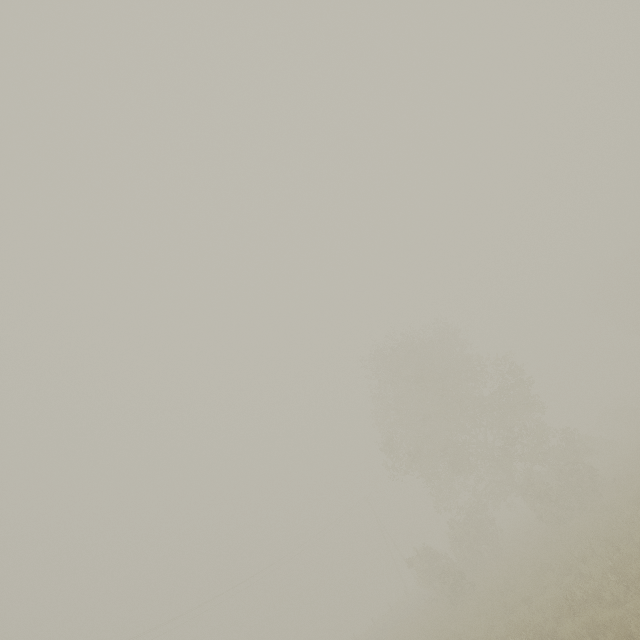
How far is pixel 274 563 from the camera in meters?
39.2
